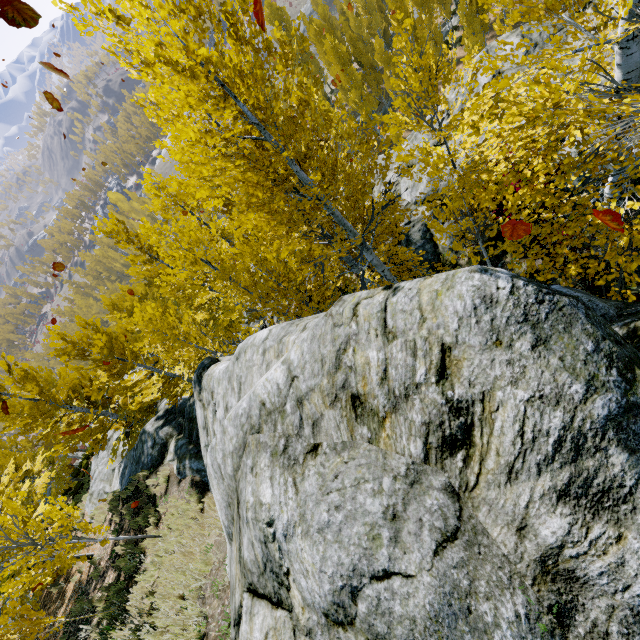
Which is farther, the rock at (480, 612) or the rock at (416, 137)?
the rock at (416, 137)

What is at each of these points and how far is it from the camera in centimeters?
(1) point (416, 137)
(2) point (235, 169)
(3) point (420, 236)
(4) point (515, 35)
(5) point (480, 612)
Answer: (1) rock, 1166cm
(2) instancedfoliageactor, 732cm
(3) rock, 1131cm
(4) rock, 972cm
(5) rock, 193cm

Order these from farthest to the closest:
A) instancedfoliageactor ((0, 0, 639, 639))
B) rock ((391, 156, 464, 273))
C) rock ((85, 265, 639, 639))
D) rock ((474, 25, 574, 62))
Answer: rock ((391, 156, 464, 273)) → rock ((474, 25, 574, 62)) → instancedfoliageactor ((0, 0, 639, 639)) → rock ((85, 265, 639, 639))

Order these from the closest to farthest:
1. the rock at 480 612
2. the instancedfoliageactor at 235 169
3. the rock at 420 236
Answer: → the rock at 480 612, the instancedfoliageactor at 235 169, the rock at 420 236

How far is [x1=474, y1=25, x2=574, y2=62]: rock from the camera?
8.99m

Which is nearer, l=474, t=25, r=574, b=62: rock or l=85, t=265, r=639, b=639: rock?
l=85, t=265, r=639, b=639: rock

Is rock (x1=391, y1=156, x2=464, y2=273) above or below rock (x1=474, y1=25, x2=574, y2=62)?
below
